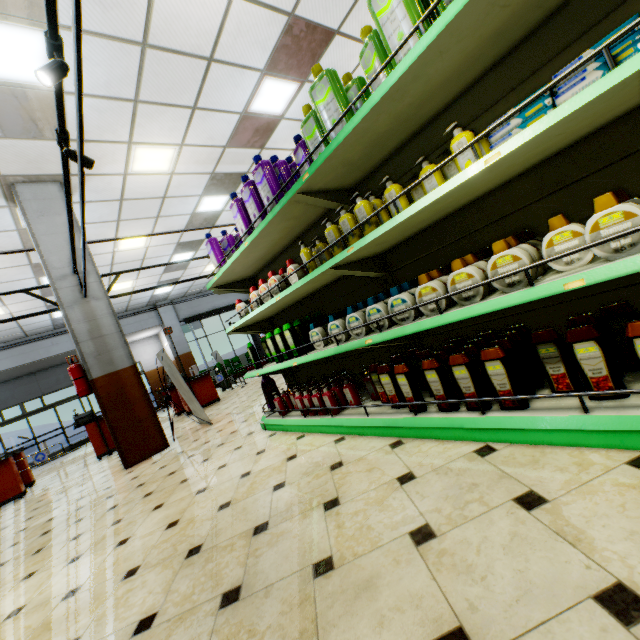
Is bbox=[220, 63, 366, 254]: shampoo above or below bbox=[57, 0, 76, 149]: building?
below

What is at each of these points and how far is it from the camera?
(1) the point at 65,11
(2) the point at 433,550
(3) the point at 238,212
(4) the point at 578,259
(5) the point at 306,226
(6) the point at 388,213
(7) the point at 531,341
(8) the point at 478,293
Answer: (1) building, 3.35m
(2) building, 1.21m
(3) shampoo, 3.05m
(4) shampoo, 1.39m
(5) shelf, 3.10m
(6) hand soap, 2.07m
(7) shampoo, 1.67m
(8) shampoo, 1.63m

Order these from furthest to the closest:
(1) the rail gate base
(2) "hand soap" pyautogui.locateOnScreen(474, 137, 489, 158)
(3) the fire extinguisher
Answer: (1) the rail gate base
(3) the fire extinguisher
(2) "hand soap" pyautogui.locateOnScreen(474, 137, 489, 158)

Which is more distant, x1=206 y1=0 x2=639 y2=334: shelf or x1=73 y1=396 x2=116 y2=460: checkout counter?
x1=73 y1=396 x2=116 y2=460: checkout counter

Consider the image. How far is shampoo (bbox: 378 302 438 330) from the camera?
1.9m

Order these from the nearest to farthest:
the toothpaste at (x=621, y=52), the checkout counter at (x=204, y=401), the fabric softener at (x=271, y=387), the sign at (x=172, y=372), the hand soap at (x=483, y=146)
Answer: the toothpaste at (x=621, y=52) → the hand soap at (x=483, y=146) → the fabric softener at (x=271, y=387) → the sign at (x=172, y=372) → the checkout counter at (x=204, y=401)

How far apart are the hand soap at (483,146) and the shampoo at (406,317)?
0.4m

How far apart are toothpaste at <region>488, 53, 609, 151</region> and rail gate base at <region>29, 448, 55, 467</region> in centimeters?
1004cm
